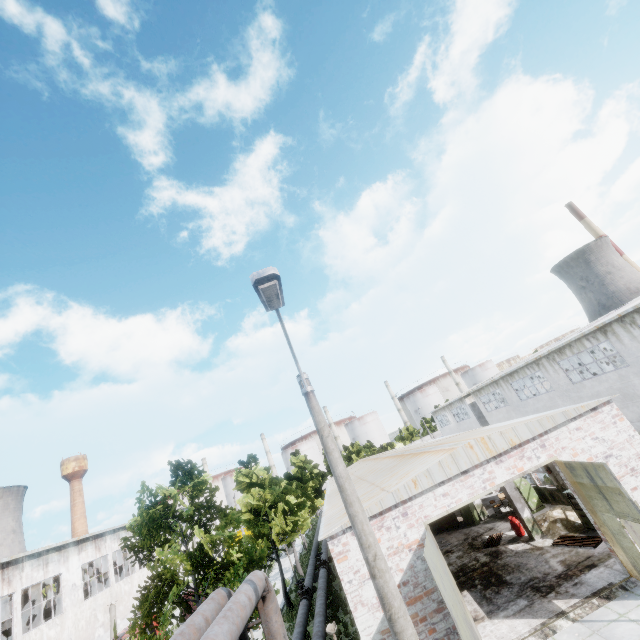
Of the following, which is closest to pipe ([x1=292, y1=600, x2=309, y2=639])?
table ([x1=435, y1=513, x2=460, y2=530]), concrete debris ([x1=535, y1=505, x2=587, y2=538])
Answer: table ([x1=435, y1=513, x2=460, y2=530])

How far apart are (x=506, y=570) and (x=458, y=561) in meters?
3.5 m

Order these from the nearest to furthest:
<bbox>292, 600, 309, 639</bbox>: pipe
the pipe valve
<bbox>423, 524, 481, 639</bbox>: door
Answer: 1. <bbox>423, 524, 481, 639</bbox>: door
2. <bbox>292, 600, 309, 639</bbox>: pipe
3. the pipe valve

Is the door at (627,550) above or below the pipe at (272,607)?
below

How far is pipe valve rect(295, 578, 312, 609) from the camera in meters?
18.0

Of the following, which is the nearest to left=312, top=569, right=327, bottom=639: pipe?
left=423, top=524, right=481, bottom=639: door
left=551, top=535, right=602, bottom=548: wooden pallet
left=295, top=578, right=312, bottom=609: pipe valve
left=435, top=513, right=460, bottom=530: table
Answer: left=295, top=578, right=312, bottom=609: pipe valve

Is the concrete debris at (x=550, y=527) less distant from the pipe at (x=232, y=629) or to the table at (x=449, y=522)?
the table at (x=449, y=522)

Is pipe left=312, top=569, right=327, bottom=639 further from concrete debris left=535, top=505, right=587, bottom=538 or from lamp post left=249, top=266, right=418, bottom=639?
concrete debris left=535, top=505, right=587, bottom=538
